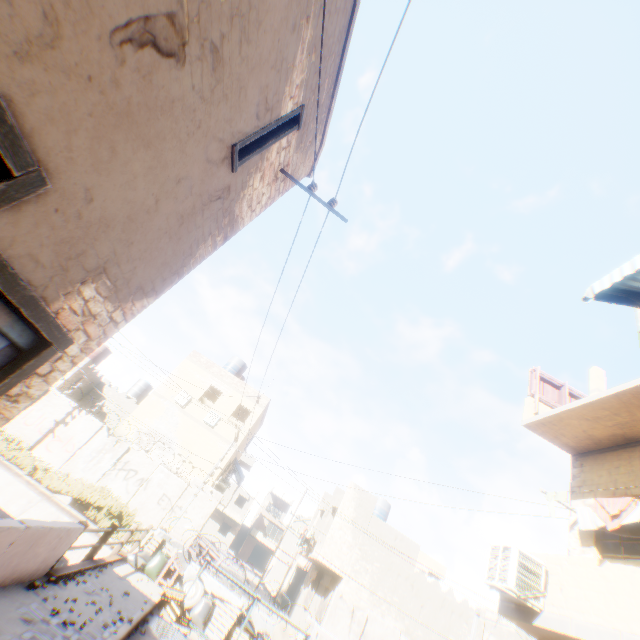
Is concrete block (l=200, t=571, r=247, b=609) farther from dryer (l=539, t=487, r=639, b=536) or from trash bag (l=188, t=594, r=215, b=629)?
dryer (l=539, t=487, r=639, b=536)

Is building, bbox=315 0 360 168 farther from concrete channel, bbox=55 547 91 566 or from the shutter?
the shutter

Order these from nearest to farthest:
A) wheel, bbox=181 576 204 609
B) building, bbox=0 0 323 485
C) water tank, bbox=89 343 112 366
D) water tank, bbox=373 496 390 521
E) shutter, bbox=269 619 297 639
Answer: building, bbox=0 0 323 485, wheel, bbox=181 576 204 609, shutter, bbox=269 619 297 639, water tank, bbox=373 496 390 521, water tank, bbox=89 343 112 366

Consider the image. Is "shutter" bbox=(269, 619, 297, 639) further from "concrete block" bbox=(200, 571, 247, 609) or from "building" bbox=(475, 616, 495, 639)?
"building" bbox=(475, 616, 495, 639)

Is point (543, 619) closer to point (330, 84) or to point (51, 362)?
point (51, 362)

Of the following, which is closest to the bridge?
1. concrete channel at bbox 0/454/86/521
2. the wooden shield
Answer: concrete channel at bbox 0/454/86/521

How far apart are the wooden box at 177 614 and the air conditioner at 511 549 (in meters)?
8.28

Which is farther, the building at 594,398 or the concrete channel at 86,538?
the concrete channel at 86,538
